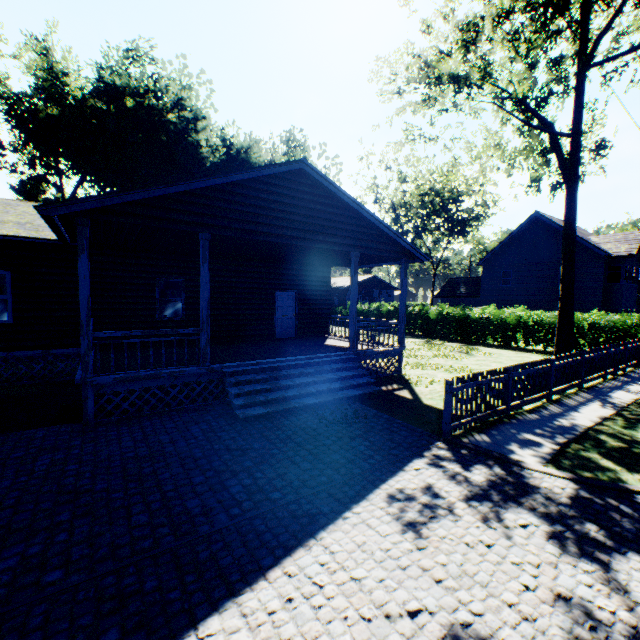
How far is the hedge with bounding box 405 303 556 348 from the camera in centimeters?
1897cm

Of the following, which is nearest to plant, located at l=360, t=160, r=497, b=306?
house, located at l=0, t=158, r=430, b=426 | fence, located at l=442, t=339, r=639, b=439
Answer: house, located at l=0, t=158, r=430, b=426

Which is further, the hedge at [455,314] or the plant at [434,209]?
the plant at [434,209]

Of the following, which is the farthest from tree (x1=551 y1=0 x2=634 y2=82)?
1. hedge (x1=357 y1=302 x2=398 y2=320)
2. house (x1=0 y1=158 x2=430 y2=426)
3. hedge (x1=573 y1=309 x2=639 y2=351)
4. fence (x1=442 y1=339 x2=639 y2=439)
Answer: hedge (x1=357 y1=302 x2=398 y2=320)

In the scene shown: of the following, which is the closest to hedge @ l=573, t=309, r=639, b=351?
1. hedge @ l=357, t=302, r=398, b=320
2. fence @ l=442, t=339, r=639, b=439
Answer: fence @ l=442, t=339, r=639, b=439

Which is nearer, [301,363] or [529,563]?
[529,563]

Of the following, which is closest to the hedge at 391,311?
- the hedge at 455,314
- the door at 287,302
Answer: the hedge at 455,314

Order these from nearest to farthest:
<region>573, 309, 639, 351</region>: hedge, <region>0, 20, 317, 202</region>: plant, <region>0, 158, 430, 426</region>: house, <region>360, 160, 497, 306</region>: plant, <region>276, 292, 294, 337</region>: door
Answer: <region>0, 158, 430, 426</region>: house < <region>276, 292, 294, 337</region>: door < <region>573, 309, 639, 351</region>: hedge < <region>0, 20, 317, 202</region>: plant < <region>360, 160, 497, 306</region>: plant
